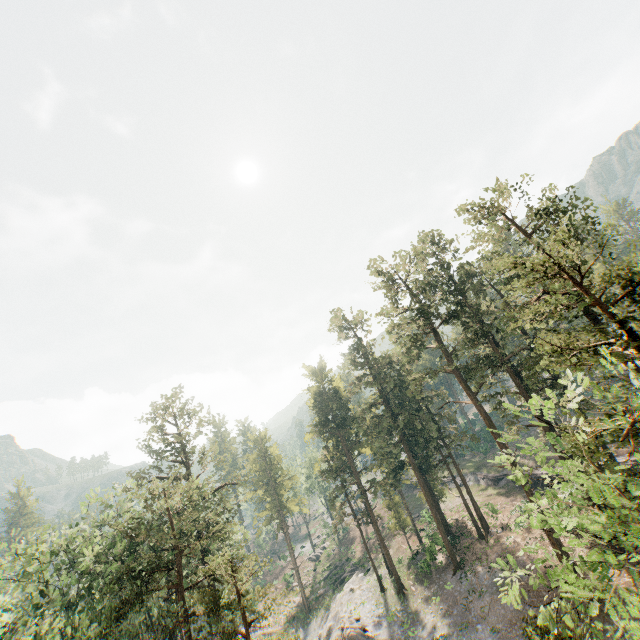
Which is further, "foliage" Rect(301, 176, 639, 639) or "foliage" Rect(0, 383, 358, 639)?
"foliage" Rect(0, 383, 358, 639)

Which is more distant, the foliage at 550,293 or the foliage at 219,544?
the foliage at 219,544

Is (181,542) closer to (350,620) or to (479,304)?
(350,620)
